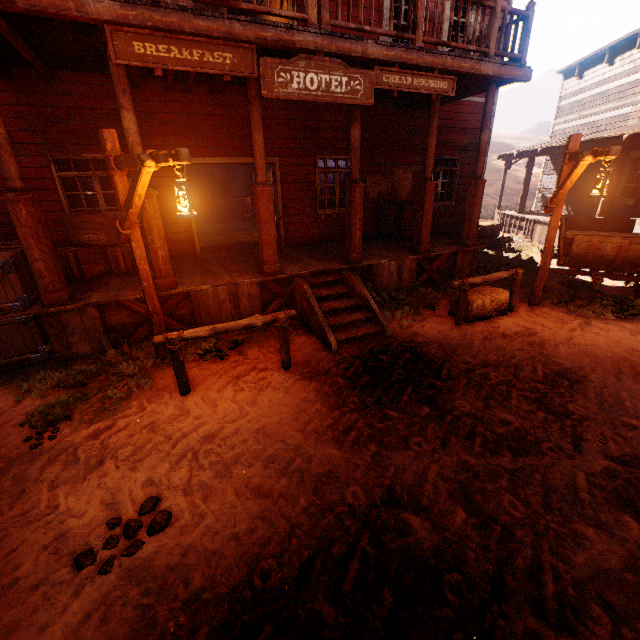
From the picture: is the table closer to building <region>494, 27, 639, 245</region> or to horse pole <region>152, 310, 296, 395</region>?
building <region>494, 27, 639, 245</region>

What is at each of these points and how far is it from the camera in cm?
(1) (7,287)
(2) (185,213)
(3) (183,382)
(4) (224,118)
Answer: (1) wooden box, 502
(2) light pole, 367
(3) horse pole, 441
(4) building, 764

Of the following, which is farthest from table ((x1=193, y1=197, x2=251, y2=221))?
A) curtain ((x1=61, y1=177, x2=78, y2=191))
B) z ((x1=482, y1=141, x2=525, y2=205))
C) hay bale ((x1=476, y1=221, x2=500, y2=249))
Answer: A: hay bale ((x1=476, y1=221, x2=500, y2=249))

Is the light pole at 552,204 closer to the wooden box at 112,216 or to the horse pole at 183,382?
the horse pole at 183,382

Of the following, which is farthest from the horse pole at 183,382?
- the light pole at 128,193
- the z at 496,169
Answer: the light pole at 128,193

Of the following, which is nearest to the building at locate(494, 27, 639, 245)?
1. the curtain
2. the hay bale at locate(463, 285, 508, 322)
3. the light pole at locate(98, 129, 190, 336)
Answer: the curtain

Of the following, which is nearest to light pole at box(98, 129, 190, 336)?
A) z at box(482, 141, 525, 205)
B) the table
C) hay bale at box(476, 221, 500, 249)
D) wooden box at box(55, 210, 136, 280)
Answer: z at box(482, 141, 525, 205)

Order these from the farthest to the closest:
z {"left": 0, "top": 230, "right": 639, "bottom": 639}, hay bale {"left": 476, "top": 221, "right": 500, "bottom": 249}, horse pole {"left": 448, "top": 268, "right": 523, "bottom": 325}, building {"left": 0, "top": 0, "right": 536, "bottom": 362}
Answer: hay bale {"left": 476, "top": 221, "right": 500, "bottom": 249} < horse pole {"left": 448, "top": 268, "right": 523, "bottom": 325} < building {"left": 0, "top": 0, "right": 536, "bottom": 362} < z {"left": 0, "top": 230, "right": 639, "bottom": 639}
